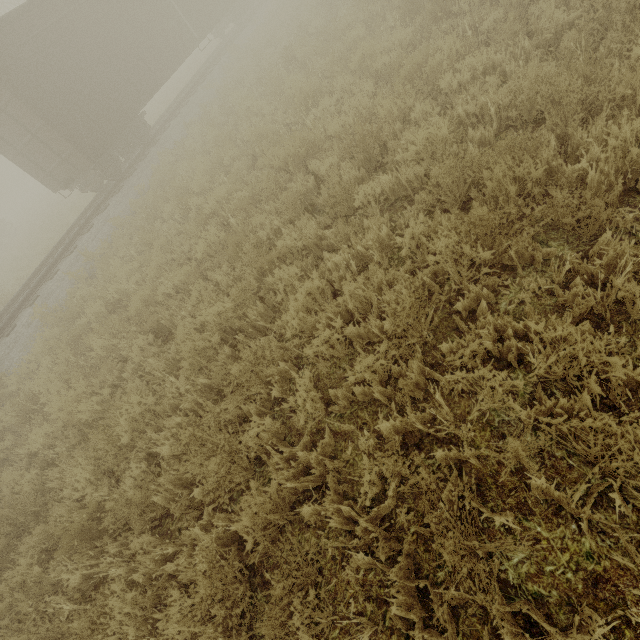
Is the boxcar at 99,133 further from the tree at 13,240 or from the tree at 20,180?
the tree at 20,180

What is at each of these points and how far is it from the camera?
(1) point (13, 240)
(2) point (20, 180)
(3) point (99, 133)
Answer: (1) tree, 26.1 meters
(2) tree, 56.8 meters
(3) boxcar, 11.2 meters

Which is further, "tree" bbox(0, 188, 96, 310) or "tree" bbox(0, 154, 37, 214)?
"tree" bbox(0, 154, 37, 214)

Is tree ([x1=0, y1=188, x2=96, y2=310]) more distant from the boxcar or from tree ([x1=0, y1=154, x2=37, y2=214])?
tree ([x1=0, y1=154, x2=37, y2=214])

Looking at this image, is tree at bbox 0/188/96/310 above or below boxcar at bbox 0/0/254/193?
below

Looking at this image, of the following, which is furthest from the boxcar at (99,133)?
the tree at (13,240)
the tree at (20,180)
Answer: the tree at (20,180)
